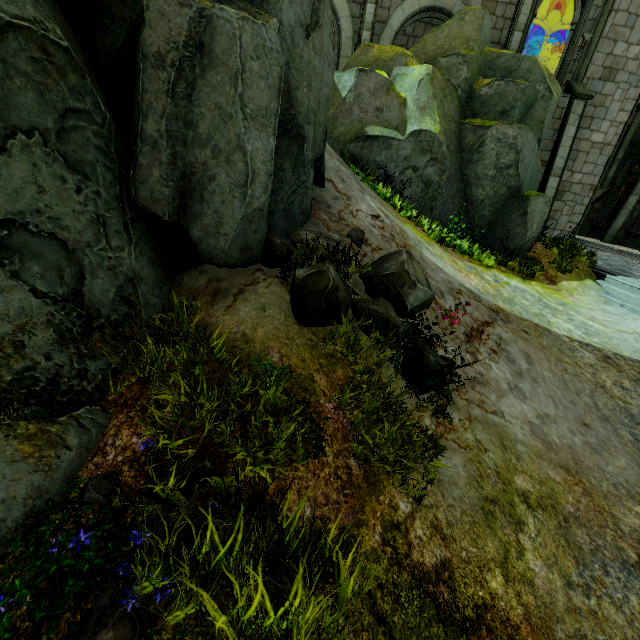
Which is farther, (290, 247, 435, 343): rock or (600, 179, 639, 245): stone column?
(600, 179, 639, 245): stone column

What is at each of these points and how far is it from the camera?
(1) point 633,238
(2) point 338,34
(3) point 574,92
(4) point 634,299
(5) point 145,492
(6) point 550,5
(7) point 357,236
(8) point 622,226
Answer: (1) wall trim, 17.50m
(2) building, 12.34m
(3) building, 12.69m
(4) stair, 9.48m
(5) flower, 2.40m
(6) archway, 14.22m
(7) rock, 5.70m
(8) stone column, 17.59m

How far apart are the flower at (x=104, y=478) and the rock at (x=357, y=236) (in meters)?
4.64

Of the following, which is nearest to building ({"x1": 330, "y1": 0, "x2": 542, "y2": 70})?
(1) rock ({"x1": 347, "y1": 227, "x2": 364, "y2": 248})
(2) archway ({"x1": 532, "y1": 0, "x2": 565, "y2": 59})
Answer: (2) archway ({"x1": 532, "y1": 0, "x2": 565, "y2": 59})

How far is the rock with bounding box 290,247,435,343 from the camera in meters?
3.9

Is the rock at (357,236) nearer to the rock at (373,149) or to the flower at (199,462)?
the rock at (373,149)

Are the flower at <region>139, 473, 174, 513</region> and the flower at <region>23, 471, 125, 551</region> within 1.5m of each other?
yes

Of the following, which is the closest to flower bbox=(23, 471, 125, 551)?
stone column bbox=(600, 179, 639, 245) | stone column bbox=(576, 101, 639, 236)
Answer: stone column bbox=(600, 179, 639, 245)
